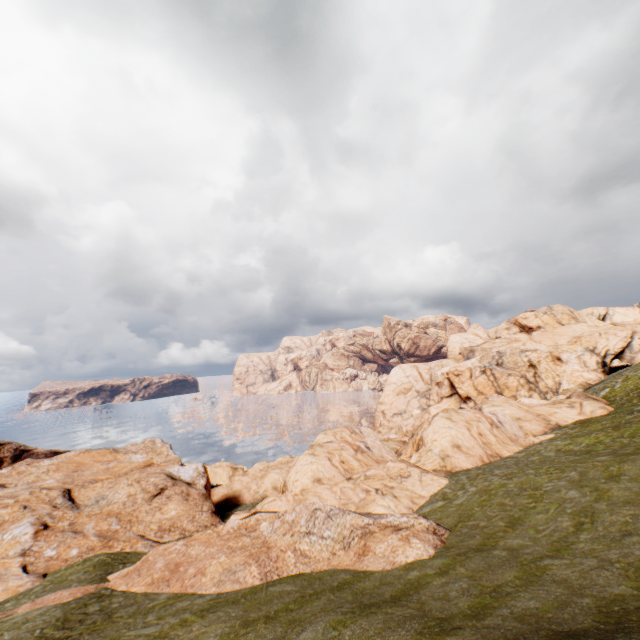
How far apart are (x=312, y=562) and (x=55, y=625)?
11.2 meters
